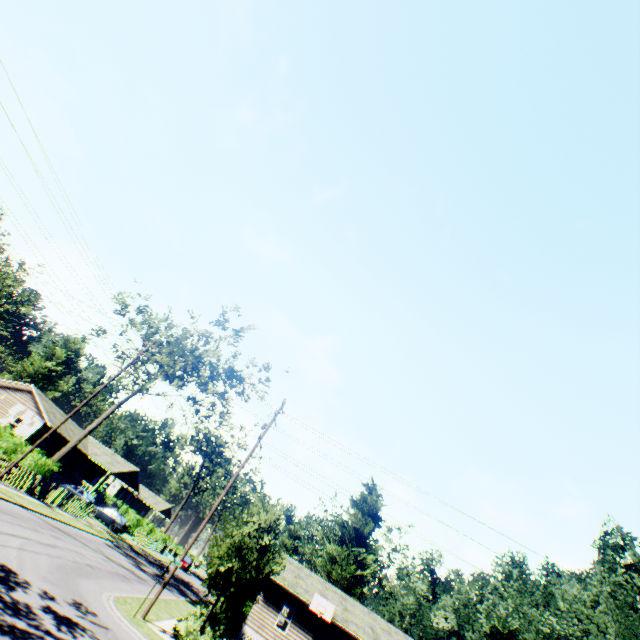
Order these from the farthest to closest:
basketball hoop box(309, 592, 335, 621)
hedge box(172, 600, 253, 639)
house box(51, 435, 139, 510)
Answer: house box(51, 435, 139, 510) → basketball hoop box(309, 592, 335, 621) → hedge box(172, 600, 253, 639)

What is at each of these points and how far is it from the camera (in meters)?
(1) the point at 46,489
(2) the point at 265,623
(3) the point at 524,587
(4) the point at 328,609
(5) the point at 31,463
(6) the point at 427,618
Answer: (1) fence, 24.52
(2) house, 24.67
(3) plant, 46.66
(4) basketball hoop, 24.31
(5) hedge, 23.72
(6) plant, 56.97

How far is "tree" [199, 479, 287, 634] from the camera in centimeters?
1580cm

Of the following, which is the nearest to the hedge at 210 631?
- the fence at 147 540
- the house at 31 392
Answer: the fence at 147 540

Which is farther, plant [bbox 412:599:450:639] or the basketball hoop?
plant [bbox 412:599:450:639]

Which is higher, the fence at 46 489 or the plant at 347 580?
the plant at 347 580

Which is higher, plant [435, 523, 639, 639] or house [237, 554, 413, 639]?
plant [435, 523, 639, 639]

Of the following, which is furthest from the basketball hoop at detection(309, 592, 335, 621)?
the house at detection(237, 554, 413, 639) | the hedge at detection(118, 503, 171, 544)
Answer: the hedge at detection(118, 503, 171, 544)
